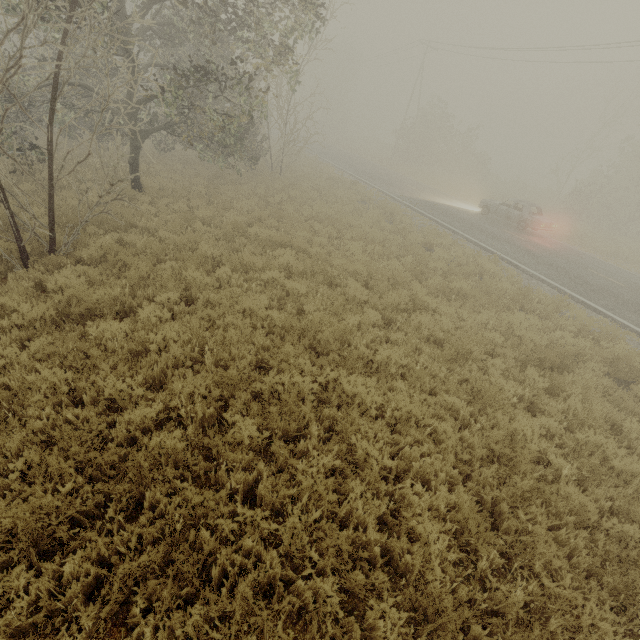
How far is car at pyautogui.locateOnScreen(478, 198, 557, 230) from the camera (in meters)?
17.80

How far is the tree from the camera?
48.2 meters

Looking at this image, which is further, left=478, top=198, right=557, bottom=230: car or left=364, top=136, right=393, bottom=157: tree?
left=364, top=136, right=393, bottom=157: tree

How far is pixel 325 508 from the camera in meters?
3.7

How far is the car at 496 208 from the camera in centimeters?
1780cm

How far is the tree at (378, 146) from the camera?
48.2 meters
